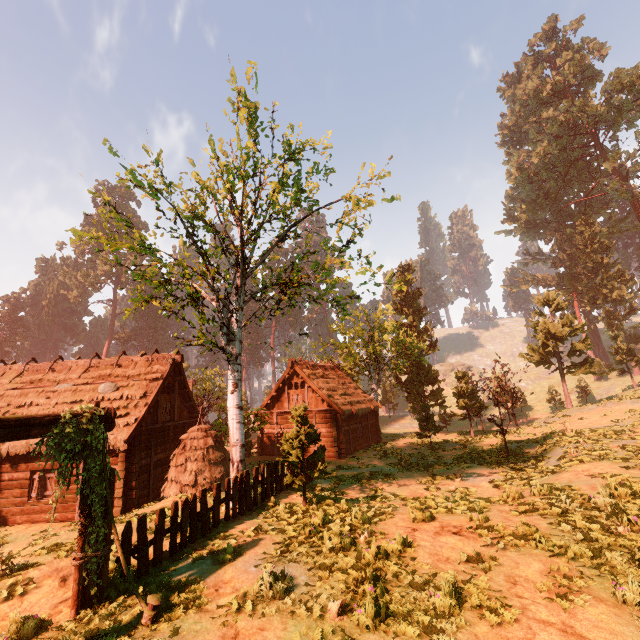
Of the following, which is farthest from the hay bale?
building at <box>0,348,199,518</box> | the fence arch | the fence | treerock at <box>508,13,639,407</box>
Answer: the fence arch

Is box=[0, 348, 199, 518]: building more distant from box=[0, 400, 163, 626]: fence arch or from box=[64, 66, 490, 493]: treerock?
box=[0, 400, 163, 626]: fence arch

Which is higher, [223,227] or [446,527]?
[223,227]

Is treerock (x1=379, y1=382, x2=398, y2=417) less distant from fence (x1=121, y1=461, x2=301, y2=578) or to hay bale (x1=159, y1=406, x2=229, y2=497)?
fence (x1=121, y1=461, x2=301, y2=578)

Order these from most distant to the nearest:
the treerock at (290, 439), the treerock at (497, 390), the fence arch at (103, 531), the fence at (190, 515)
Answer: the treerock at (497, 390)
the treerock at (290, 439)
the fence at (190, 515)
the fence arch at (103, 531)

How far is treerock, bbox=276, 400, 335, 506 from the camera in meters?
11.6 m

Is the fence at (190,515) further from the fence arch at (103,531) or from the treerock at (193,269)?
the treerock at (193,269)
